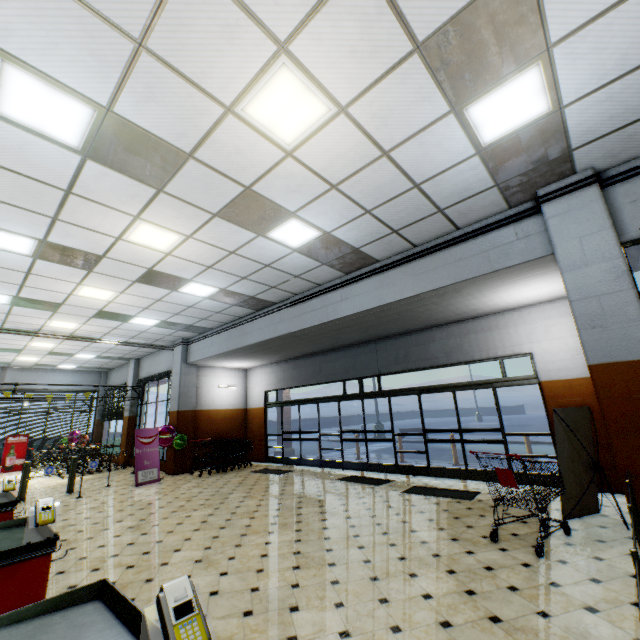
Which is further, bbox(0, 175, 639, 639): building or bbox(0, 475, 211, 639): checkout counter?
bbox(0, 175, 639, 639): building

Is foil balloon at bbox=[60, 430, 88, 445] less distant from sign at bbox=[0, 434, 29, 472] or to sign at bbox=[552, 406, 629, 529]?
sign at bbox=[0, 434, 29, 472]

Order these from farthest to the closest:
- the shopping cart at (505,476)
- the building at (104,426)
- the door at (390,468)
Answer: the building at (104,426)
the door at (390,468)
the shopping cart at (505,476)

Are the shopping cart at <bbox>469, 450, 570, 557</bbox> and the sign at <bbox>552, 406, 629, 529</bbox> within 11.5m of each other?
yes

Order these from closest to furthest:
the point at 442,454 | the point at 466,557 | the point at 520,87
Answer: the point at 520,87 < the point at 466,557 < the point at 442,454

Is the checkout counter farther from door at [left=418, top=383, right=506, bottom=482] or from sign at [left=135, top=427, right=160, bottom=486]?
door at [left=418, top=383, right=506, bottom=482]

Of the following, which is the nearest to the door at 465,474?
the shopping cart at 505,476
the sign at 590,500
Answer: the sign at 590,500

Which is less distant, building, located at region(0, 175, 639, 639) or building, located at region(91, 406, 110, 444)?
building, located at region(0, 175, 639, 639)
